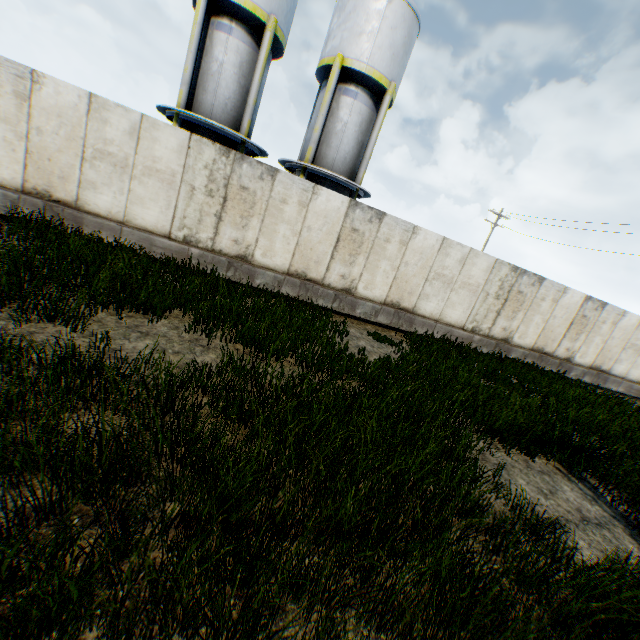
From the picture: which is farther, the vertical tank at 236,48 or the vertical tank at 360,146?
the vertical tank at 360,146

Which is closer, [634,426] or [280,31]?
[634,426]

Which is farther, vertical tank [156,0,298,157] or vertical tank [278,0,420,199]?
vertical tank [278,0,420,199]
